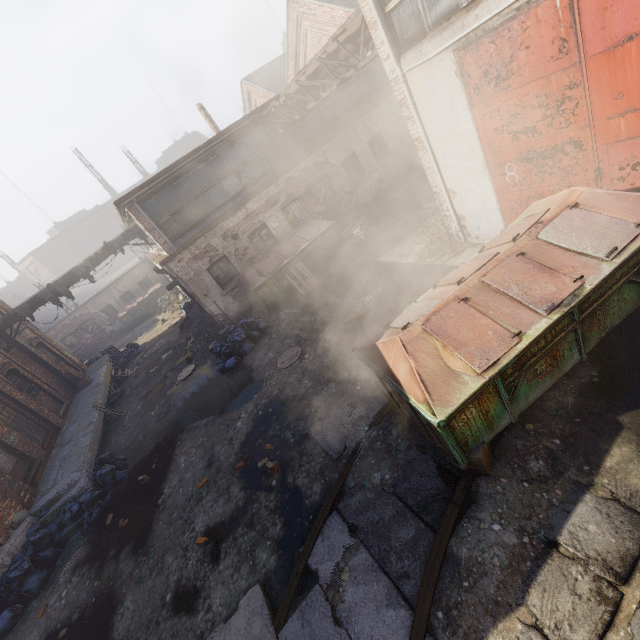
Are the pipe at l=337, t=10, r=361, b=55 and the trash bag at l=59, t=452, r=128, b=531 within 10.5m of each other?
no

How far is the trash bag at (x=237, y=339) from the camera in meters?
11.0

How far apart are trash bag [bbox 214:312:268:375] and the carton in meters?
7.9

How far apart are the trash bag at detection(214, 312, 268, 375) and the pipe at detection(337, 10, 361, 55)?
7.8 meters

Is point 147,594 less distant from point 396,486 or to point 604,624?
point 396,486

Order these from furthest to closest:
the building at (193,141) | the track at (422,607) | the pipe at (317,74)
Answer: the building at (193,141), the pipe at (317,74), the track at (422,607)

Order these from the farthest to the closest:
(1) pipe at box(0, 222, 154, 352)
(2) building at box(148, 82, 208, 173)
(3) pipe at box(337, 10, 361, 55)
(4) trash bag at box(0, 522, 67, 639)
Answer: (2) building at box(148, 82, 208, 173) → (1) pipe at box(0, 222, 154, 352) → (3) pipe at box(337, 10, 361, 55) → (4) trash bag at box(0, 522, 67, 639)

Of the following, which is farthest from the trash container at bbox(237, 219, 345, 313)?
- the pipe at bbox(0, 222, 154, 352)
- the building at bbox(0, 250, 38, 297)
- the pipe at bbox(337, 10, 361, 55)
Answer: the building at bbox(0, 250, 38, 297)
